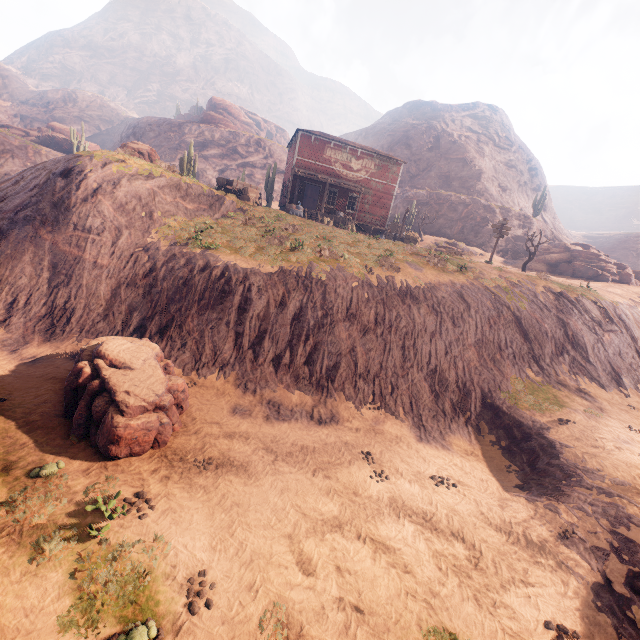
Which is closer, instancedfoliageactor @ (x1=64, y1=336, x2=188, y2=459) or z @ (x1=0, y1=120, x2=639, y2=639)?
z @ (x1=0, y1=120, x2=639, y2=639)

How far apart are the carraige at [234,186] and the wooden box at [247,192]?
0.0m

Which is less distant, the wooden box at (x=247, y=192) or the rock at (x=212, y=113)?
the wooden box at (x=247, y=192)

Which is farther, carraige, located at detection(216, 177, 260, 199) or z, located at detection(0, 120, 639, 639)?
carraige, located at detection(216, 177, 260, 199)

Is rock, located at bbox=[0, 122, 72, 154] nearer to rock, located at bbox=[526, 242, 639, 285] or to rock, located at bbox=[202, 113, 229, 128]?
rock, located at bbox=[202, 113, 229, 128]

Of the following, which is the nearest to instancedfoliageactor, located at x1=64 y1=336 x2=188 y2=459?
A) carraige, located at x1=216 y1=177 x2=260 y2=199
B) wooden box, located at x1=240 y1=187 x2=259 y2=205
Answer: wooden box, located at x1=240 y1=187 x2=259 y2=205

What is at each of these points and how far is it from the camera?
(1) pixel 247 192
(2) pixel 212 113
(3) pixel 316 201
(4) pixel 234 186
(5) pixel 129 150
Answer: (1) wooden box, 24.1 meters
(2) rock, 59.9 meters
(3) building, 37.1 meters
(4) carraige, 24.3 meters
(5) instancedfoliageactor, 21.0 meters

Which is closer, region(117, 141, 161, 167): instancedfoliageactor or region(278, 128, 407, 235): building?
region(117, 141, 161, 167): instancedfoliageactor
